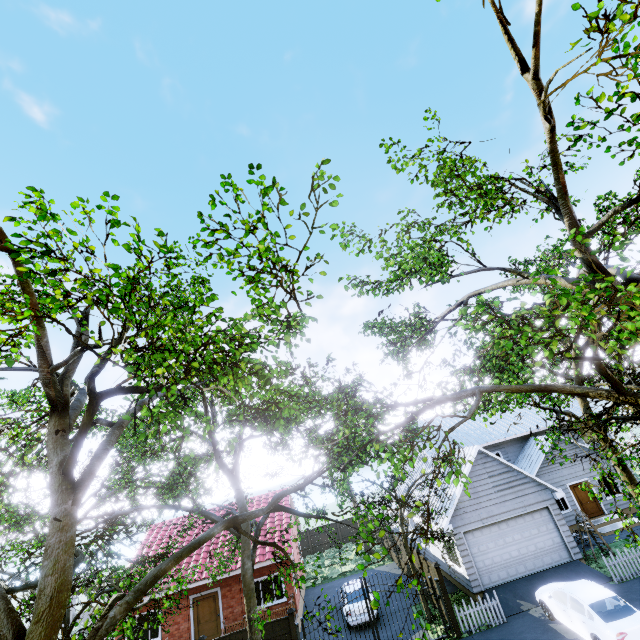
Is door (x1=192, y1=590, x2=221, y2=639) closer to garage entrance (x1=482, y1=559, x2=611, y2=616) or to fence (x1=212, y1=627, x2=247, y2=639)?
fence (x1=212, y1=627, x2=247, y2=639)

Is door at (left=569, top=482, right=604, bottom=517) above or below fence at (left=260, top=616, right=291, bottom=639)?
below

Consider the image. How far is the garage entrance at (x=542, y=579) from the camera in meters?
14.4

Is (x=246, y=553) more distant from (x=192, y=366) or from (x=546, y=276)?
(x=546, y=276)

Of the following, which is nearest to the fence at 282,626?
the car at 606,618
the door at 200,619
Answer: the car at 606,618

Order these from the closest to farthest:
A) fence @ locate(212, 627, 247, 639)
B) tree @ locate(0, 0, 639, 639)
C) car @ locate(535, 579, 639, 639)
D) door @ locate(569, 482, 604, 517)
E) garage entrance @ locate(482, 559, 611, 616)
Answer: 1. tree @ locate(0, 0, 639, 639)
2. car @ locate(535, 579, 639, 639)
3. fence @ locate(212, 627, 247, 639)
4. garage entrance @ locate(482, 559, 611, 616)
5. door @ locate(569, 482, 604, 517)

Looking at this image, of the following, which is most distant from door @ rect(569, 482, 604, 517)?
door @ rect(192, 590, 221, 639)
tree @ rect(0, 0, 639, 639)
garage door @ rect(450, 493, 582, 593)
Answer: door @ rect(192, 590, 221, 639)

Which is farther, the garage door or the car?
the garage door
